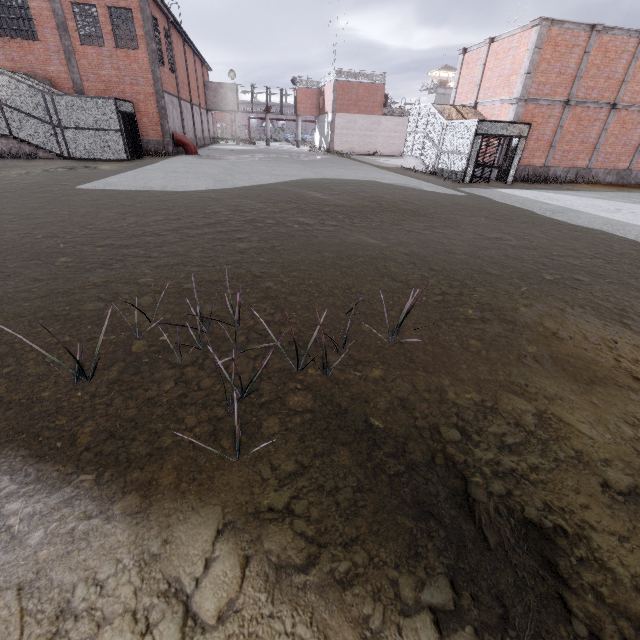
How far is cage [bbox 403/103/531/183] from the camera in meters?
16.2 m

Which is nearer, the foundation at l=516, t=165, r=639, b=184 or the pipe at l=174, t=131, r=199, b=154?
the foundation at l=516, t=165, r=639, b=184

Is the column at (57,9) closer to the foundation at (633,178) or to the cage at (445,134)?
the cage at (445,134)

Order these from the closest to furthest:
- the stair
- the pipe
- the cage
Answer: the cage
the stair
the pipe

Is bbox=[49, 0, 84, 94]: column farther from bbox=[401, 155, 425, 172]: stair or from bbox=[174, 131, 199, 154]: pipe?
bbox=[401, 155, 425, 172]: stair

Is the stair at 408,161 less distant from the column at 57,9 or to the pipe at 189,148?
the pipe at 189,148

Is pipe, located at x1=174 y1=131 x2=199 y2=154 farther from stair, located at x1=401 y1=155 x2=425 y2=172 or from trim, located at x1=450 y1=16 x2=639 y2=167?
trim, located at x1=450 y1=16 x2=639 y2=167

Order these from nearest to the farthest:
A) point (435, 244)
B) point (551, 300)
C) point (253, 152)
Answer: point (551, 300), point (435, 244), point (253, 152)
